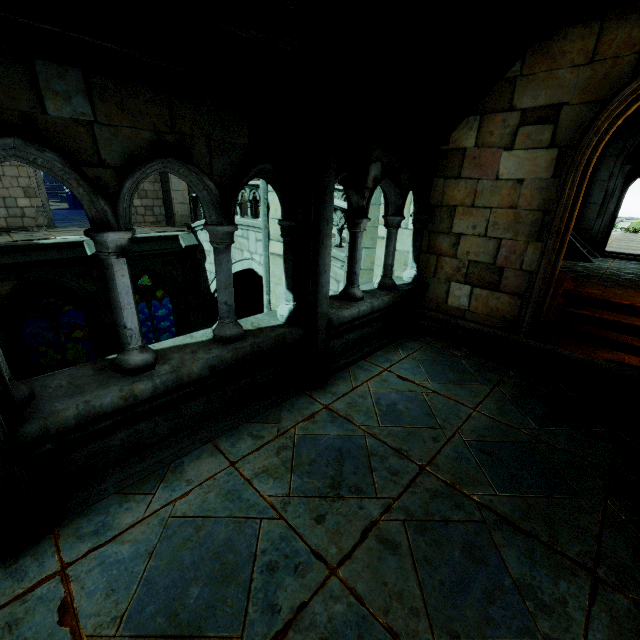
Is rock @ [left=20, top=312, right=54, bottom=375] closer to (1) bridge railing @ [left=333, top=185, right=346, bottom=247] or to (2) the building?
(2) the building

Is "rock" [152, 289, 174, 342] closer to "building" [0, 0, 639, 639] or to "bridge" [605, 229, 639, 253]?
"building" [0, 0, 639, 639]

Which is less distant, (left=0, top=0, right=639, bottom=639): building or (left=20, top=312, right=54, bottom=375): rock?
(left=0, top=0, right=639, bottom=639): building

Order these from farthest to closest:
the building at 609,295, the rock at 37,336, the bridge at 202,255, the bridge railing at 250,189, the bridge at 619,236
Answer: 1. the rock at 37,336
2. the bridge at 202,255
3. the bridge at 619,236
4. the bridge railing at 250,189
5. the building at 609,295

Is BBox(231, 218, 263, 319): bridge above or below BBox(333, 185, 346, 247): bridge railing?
below

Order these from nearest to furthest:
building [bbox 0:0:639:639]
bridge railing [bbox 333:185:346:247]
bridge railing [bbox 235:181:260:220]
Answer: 1. building [bbox 0:0:639:639]
2. bridge railing [bbox 333:185:346:247]
3. bridge railing [bbox 235:181:260:220]

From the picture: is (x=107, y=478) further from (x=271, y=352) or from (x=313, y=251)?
(x=313, y=251)

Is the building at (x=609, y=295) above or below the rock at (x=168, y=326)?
above
